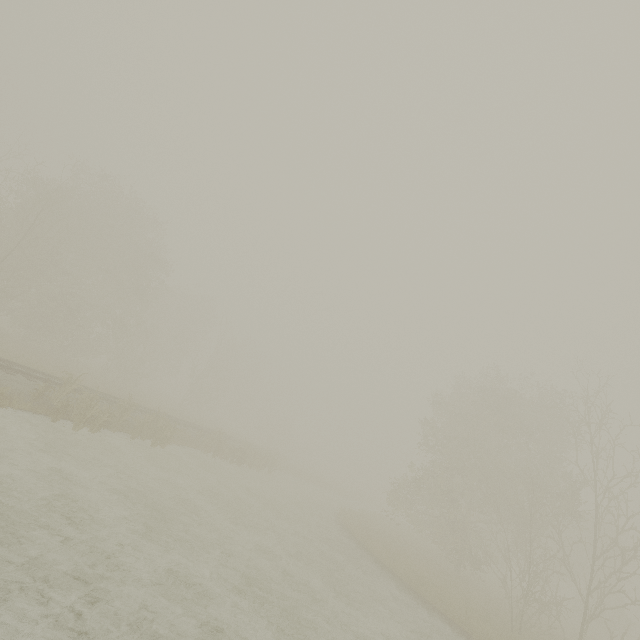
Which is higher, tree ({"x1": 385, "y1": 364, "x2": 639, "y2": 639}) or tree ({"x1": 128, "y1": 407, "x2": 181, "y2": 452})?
tree ({"x1": 385, "y1": 364, "x2": 639, "y2": 639})

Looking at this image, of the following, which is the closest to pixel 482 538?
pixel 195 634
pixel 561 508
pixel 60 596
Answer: pixel 561 508

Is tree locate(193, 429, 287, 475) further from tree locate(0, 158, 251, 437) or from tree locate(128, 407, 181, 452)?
tree locate(0, 158, 251, 437)

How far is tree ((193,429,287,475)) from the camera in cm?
2413

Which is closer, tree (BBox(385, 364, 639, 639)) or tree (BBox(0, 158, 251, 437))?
tree (BBox(385, 364, 639, 639))

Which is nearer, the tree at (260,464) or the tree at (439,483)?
the tree at (439,483)

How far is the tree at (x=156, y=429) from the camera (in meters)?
17.27

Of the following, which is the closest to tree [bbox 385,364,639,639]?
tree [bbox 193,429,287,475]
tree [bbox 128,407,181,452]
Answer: tree [bbox 193,429,287,475]
